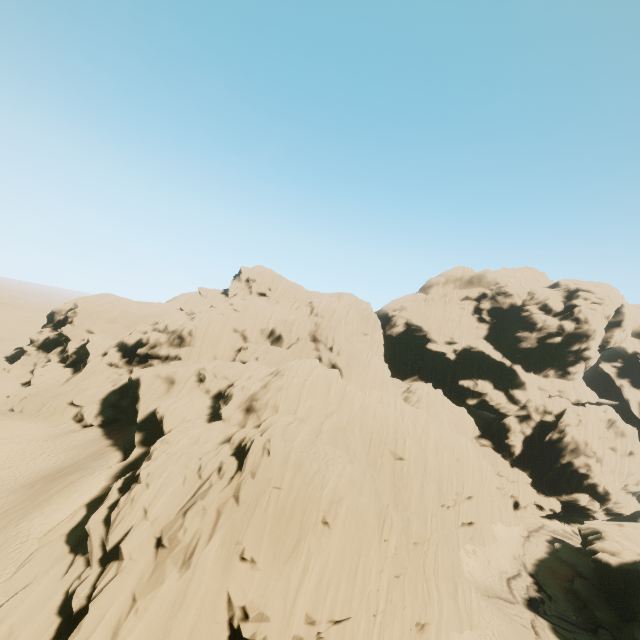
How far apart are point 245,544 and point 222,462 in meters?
5.2 m
